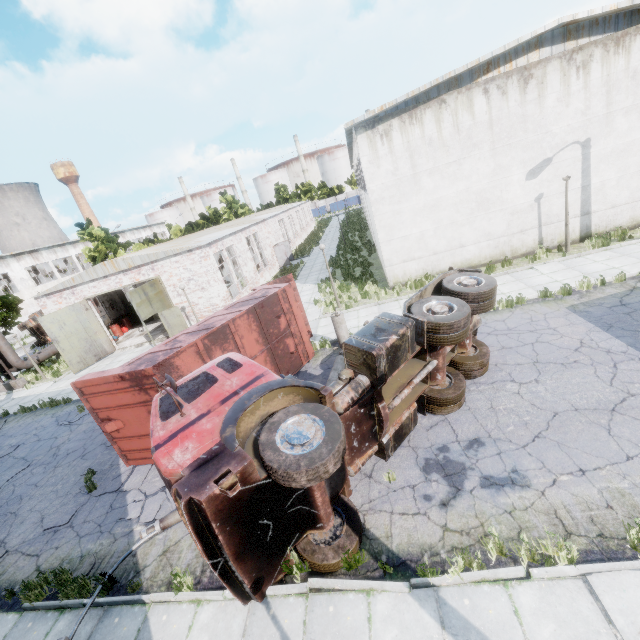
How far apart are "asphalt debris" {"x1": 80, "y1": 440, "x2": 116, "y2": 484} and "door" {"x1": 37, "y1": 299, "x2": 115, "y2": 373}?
11.22m

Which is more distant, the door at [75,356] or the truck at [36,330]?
the truck at [36,330]

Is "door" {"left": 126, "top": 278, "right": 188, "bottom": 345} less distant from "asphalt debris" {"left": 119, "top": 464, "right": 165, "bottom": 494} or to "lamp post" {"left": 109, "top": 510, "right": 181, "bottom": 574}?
"asphalt debris" {"left": 119, "top": 464, "right": 165, "bottom": 494}

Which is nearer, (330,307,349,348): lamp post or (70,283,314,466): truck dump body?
(70,283,314,466): truck dump body

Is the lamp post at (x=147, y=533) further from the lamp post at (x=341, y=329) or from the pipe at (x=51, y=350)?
the pipe at (x=51, y=350)

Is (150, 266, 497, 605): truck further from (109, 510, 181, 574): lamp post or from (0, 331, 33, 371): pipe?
(0, 331, 33, 371): pipe

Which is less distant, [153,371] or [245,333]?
[153,371]

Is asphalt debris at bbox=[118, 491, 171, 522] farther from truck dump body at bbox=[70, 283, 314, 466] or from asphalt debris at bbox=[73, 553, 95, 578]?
asphalt debris at bbox=[73, 553, 95, 578]
